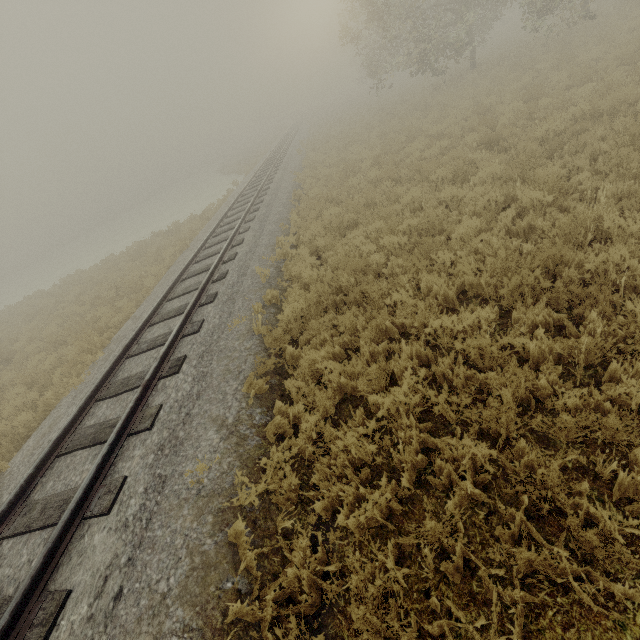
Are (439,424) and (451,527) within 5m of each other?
yes
